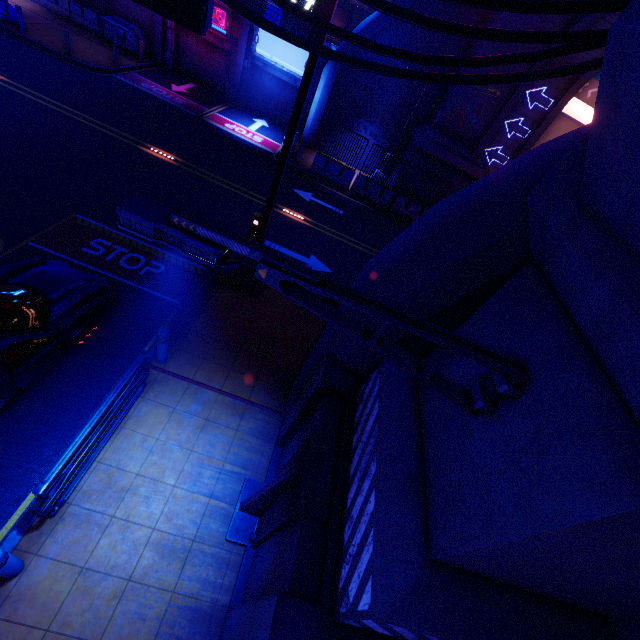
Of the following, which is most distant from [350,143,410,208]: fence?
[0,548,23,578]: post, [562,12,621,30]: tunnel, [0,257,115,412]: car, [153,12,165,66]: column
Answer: [0,548,23,578]: post

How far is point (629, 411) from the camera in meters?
1.8 m

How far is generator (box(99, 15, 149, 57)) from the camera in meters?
19.3 m

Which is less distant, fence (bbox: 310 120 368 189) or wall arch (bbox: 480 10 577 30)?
wall arch (bbox: 480 10 577 30)

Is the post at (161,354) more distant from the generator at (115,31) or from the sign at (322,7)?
the generator at (115,31)

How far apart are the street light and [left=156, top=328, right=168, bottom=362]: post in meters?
5.1 m

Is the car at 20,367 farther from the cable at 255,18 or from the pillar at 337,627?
the cable at 255,18

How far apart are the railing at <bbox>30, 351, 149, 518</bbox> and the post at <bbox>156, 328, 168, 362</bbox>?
0.5m
